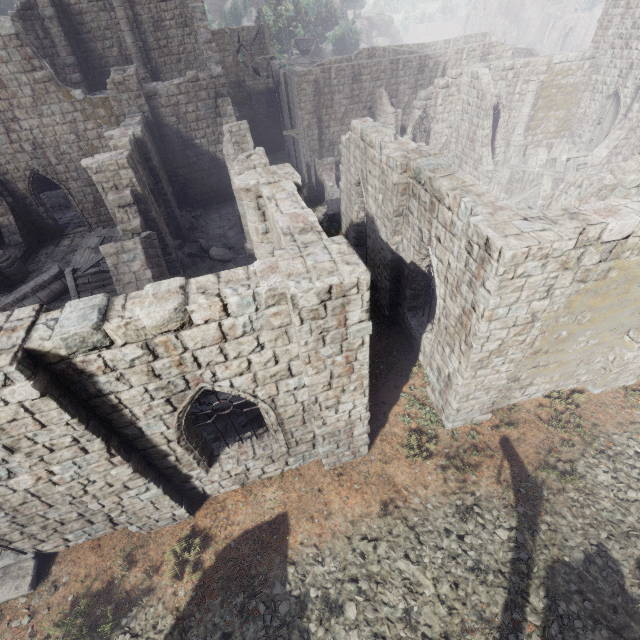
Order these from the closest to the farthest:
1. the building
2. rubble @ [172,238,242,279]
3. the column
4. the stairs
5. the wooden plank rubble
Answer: the building
the stairs
rubble @ [172,238,242,279]
the wooden plank rubble
the column

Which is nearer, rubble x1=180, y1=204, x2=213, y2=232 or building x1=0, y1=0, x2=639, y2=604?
→ building x1=0, y1=0, x2=639, y2=604

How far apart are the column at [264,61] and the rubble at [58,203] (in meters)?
21.19

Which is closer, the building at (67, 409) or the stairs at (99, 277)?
the building at (67, 409)

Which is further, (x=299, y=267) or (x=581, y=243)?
(x=581, y=243)

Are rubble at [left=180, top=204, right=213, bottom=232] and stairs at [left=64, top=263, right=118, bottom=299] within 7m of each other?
yes

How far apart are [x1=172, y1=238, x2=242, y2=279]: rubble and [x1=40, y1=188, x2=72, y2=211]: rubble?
16.2 meters

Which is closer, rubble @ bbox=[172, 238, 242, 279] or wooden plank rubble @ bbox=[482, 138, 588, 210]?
rubble @ bbox=[172, 238, 242, 279]
